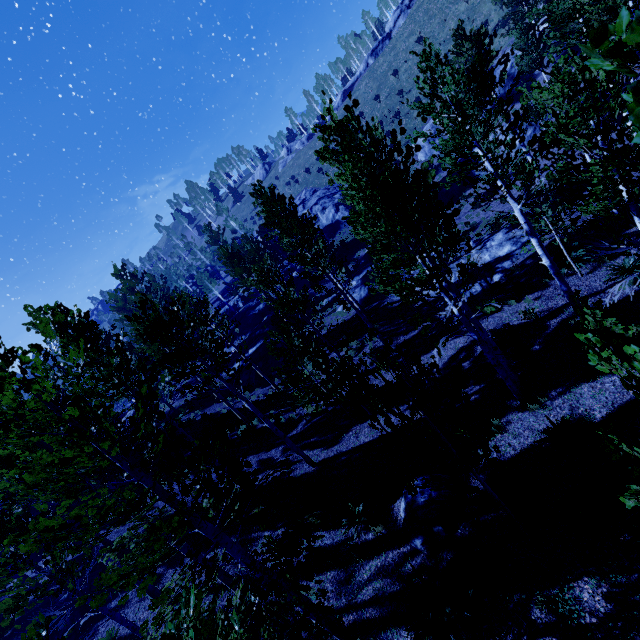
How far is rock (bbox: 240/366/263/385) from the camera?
23.2 meters

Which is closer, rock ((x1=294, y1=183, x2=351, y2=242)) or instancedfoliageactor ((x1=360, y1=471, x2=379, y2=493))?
instancedfoliageactor ((x1=360, y1=471, x2=379, y2=493))

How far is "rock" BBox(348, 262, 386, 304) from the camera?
23.3m

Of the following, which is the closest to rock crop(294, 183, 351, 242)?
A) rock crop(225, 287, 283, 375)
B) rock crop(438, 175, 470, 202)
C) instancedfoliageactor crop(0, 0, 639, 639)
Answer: instancedfoliageactor crop(0, 0, 639, 639)

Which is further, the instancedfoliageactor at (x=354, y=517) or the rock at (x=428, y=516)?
the instancedfoliageactor at (x=354, y=517)

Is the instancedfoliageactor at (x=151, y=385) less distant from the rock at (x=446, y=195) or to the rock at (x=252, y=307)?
the rock at (x=252, y=307)

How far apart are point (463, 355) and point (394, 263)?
6.9 meters

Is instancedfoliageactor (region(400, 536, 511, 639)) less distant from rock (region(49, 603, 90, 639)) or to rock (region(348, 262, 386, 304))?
rock (region(348, 262, 386, 304))
